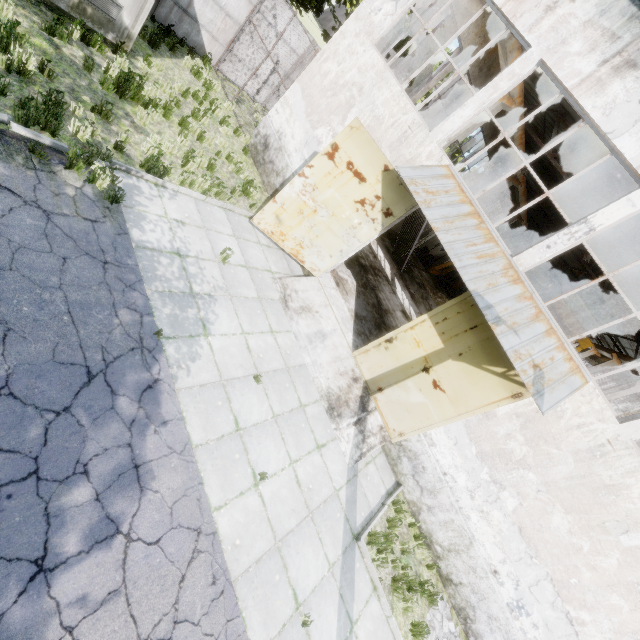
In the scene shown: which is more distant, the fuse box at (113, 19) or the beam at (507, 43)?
the beam at (507, 43)

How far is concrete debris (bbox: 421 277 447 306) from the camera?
23.8 meters

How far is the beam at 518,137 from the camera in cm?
1357

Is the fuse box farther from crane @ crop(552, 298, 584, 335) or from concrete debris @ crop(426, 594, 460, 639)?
crane @ crop(552, 298, 584, 335)

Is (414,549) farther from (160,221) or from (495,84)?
(495,84)

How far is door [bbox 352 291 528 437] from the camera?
7.9 meters

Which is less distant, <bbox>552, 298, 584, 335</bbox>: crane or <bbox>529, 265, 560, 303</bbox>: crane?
<bbox>552, 298, 584, 335</bbox>: crane

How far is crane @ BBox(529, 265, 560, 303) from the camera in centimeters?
2355cm
